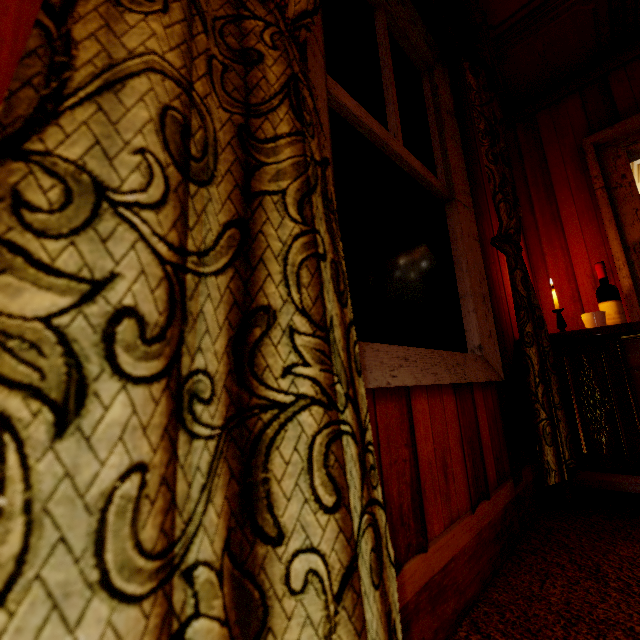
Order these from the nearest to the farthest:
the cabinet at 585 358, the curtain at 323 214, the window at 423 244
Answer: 1. the curtain at 323 214
2. the window at 423 244
3. the cabinet at 585 358

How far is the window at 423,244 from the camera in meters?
0.9

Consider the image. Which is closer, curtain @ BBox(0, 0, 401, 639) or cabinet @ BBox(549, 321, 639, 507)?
curtain @ BBox(0, 0, 401, 639)

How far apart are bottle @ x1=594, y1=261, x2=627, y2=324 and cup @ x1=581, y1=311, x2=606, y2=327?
0.11m

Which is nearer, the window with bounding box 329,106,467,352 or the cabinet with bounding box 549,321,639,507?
the window with bounding box 329,106,467,352

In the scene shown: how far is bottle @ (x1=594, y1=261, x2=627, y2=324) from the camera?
1.92m

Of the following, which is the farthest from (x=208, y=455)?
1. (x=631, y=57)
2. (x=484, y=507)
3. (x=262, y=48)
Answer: (x=631, y=57)

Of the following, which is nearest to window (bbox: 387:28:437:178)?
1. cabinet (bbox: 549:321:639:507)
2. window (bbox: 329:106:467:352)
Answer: window (bbox: 329:106:467:352)
